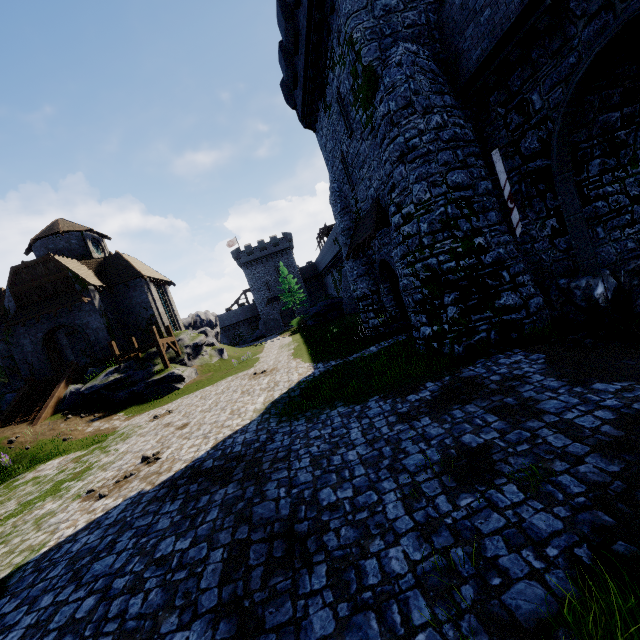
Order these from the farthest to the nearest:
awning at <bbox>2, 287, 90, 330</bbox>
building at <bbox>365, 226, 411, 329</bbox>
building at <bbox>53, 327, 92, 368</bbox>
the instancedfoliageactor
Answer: building at <bbox>53, 327, 92, 368</bbox>
awning at <bbox>2, 287, 90, 330</bbox>
building at <bbox>365, 226, 411, 329</bbox>
the instancedfoliageactor

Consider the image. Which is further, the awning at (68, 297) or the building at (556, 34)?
the awning at (68, 297)

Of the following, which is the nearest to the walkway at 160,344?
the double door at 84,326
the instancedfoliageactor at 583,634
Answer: the double door at 84,326

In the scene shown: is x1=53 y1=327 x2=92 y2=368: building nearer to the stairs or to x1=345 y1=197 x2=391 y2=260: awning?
the stairs

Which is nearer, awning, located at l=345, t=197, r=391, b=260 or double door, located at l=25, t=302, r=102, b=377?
awning, located at l=345, t=197, r=391, b=260

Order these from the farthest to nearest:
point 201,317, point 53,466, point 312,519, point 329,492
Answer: point 201,317, point 53,466, point 329,492, point 312,519

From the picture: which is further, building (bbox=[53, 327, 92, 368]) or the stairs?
building (bbox=[53, 327, 92, 368])

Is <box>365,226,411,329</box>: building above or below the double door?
below
